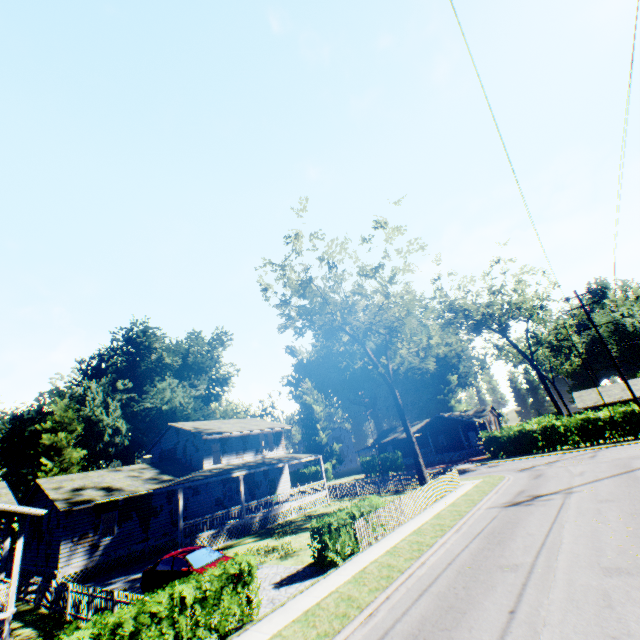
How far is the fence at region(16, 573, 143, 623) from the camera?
11.7m

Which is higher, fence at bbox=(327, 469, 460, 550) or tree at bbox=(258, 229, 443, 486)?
tree at bbox=(258, 229, 443, 486)

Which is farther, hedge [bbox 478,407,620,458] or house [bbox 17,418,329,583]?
hedge [bbox 478,407,620,458]

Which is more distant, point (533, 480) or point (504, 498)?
point (533, 480)

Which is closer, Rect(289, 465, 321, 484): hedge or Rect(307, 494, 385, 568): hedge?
Rect(307, 494, 385, 568): hedge

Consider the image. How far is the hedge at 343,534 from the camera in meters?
13.4

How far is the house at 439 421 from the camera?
47.2 meters

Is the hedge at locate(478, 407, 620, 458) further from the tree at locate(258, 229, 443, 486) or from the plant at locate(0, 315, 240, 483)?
the plant at locate(0, 315, 240, 483)
